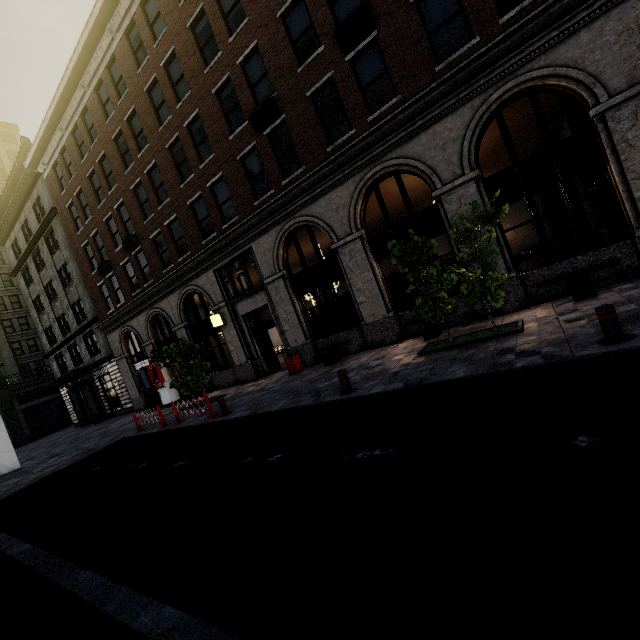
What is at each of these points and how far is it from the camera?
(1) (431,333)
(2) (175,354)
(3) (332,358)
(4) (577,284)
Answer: (1) bench, 10.27m
(2) tree, 14.24m
(3) bench, 12.55m
(4) bench, 8.36m

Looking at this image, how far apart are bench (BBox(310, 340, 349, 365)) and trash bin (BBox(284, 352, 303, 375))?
0.77m

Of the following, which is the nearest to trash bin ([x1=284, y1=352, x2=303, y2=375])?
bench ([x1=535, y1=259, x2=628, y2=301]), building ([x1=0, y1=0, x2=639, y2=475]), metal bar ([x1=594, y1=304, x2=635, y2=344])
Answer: building ([x1=0, y1=0, x2=639, y2=475])

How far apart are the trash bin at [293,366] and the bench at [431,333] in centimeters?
492cm

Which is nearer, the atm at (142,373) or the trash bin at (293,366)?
the trash bin at (293,366)

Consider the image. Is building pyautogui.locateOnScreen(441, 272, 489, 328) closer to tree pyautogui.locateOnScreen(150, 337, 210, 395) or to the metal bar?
tree pyautogui.locateOnScreen(150, 337, 210, 395)

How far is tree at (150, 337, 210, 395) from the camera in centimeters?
1413cm

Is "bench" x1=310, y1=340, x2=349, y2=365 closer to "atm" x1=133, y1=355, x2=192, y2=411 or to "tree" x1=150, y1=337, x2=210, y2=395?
"tree" x1=150, y1=337, x2=210, y2=395
